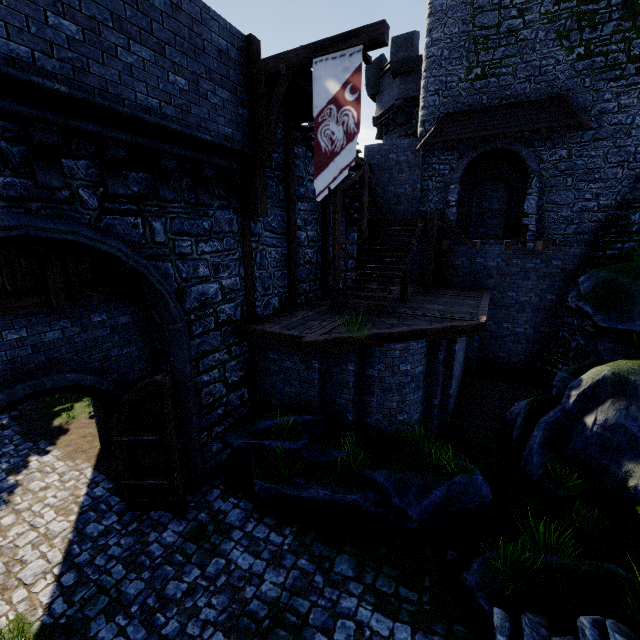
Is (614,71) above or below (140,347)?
above

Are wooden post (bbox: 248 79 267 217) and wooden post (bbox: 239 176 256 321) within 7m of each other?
yes

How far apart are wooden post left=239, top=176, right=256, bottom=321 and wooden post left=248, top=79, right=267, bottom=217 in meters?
0.4

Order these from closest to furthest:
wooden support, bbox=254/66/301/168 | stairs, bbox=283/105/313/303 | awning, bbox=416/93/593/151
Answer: wooden support, bbox=254/66/301/168
stairs, bbox=283/105/313/303
awning, bbox=416/93/593/151

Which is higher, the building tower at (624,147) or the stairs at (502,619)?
the building tower at (624,147)

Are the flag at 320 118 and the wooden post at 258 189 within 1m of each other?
no

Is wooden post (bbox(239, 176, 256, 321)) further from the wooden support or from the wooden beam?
the wooden beam

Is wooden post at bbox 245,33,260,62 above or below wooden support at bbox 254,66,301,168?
above
